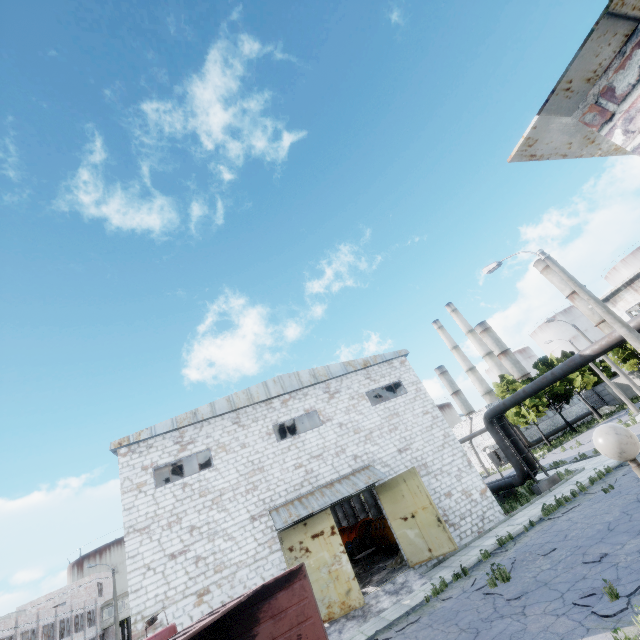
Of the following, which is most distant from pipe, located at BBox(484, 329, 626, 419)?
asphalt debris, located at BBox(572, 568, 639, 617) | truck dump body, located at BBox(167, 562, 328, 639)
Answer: truck dump body, located at BBox(167, 562, 328, 639)

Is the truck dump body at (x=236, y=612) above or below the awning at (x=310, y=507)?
below

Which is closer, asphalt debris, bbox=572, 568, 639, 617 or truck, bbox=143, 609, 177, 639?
asphalt debris, bbox=572, 568, 639, 617

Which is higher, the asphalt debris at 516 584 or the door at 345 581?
the door at 345 581

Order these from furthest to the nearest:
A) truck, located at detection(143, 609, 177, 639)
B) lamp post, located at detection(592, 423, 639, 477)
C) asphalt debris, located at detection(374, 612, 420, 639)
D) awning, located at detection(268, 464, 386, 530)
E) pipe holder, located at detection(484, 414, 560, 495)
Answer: pipe holder, located at detection(484, 414, 560, 495) → awning, located at detection(268, 464, 386, 530) → asphalt debris, located at detection(374, 612, 420, 639) → truck, located at detection(143, 609, 177, 639) → lamp post, located at detection(592, 423, 639, 477)

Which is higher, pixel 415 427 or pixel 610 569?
pixel 415 427

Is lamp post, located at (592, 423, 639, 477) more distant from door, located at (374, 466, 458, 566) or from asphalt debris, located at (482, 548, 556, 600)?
door, located at (374, 466, 458, 566)

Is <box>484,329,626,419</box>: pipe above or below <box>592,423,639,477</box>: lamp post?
above
